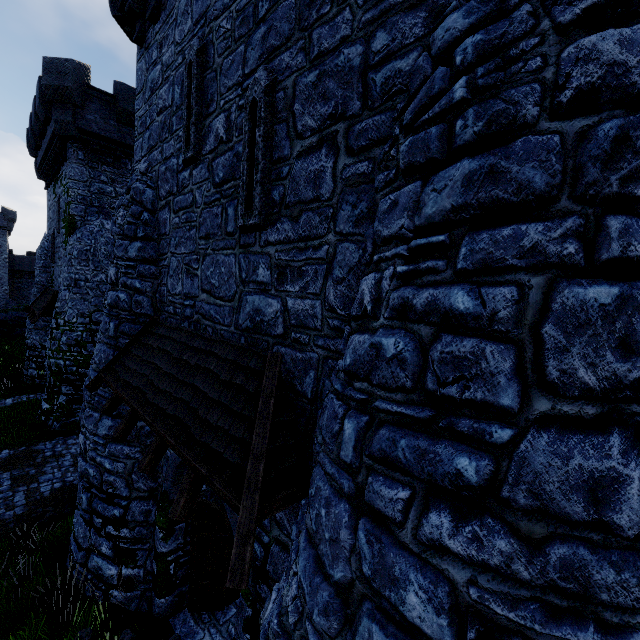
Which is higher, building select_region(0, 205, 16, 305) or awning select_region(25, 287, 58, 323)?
building select_region(0, 205, 16, 305)

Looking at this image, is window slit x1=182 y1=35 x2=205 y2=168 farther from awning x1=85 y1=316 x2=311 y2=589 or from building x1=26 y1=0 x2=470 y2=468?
awning x1=85 y1=316 x2=311 y2=589

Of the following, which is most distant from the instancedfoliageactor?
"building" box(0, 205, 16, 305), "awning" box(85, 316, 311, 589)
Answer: "building" box(0, 205, 16, 305)

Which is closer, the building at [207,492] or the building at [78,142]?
the building at [78,142]

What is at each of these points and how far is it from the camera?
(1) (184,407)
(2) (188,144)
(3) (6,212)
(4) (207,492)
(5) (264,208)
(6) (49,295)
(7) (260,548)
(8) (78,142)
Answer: (1) awning, 4.47m
(2) window slit, 5.91m
(3) building, 49.28m
(4) building, 7.35m
(5) window slit, 4.30m
(6) awning, 18.33m
(7) building, 4.52m
(8) building, 15.59m

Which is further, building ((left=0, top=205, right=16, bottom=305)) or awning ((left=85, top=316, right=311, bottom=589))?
building ((left=0, top=205, right=16, bottom=305))

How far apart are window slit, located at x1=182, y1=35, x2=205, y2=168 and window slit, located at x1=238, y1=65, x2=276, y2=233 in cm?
134

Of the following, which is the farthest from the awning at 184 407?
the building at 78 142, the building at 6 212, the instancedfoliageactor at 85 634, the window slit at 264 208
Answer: the building at 6 212
